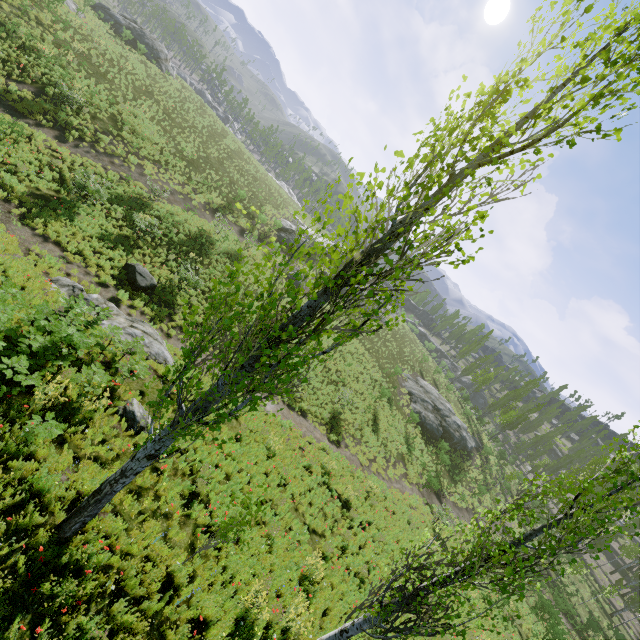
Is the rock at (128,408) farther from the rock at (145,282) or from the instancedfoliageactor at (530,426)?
the rock at (145,282)

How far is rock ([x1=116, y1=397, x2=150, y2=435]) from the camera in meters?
8.8 m

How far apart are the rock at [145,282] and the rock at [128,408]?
7.8m

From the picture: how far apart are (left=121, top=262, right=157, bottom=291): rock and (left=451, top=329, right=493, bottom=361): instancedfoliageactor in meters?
51.1 m

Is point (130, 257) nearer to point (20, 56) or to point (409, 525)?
point (20, 56)

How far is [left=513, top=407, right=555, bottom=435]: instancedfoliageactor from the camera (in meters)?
57.42

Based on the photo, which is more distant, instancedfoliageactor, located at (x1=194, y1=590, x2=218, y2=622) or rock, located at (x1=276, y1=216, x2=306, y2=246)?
rock, located at (x1=276, y1=216, x2=306, y2=246)
